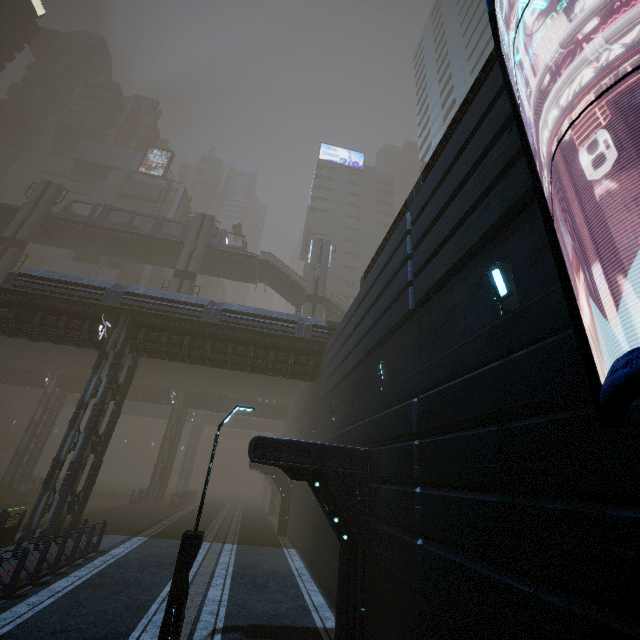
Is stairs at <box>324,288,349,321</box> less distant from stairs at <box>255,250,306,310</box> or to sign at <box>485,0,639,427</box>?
stairs at <box>255,250,306,310</box>

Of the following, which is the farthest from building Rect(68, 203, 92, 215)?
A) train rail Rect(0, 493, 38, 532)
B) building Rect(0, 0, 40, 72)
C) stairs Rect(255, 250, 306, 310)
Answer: stairs Rect(255, 250, 306, 310)

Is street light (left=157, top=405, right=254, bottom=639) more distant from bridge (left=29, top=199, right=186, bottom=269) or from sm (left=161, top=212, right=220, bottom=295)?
bridge (left=29, top=199, right=186, bottom=269)

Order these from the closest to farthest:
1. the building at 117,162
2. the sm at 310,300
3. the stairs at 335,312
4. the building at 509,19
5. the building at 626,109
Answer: the building at 626,109 < the building at 509,19 < the sm at 310,300 < the stairs at 335,312 < the building at 117,162

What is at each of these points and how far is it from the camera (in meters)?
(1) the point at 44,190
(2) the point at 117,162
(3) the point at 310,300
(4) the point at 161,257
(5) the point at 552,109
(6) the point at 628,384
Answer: (1) sm, 34.31
(2) building, 58.56
(3) sm, 35.12
(4) bridge, 38.97
(5) building, 4.80
(6) sign, 1.96

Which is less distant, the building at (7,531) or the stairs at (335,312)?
the building at (7,531)

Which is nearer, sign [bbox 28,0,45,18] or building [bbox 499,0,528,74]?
building [bbox 499,0,528,74]

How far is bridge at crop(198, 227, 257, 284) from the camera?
38.0 meters
